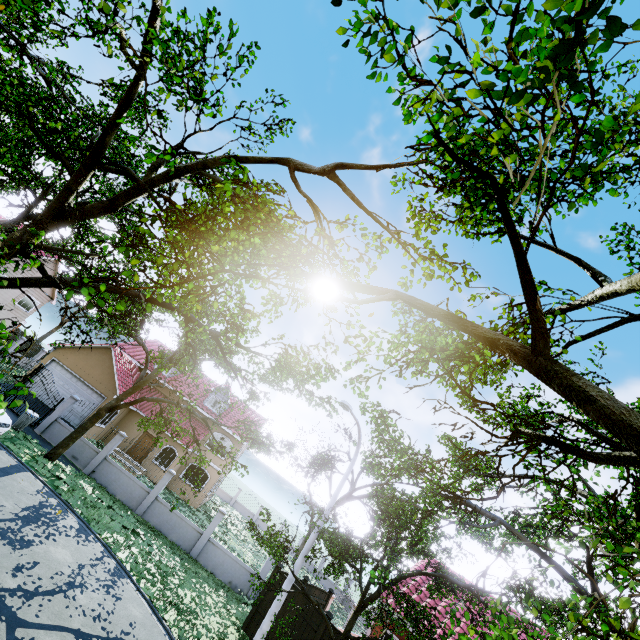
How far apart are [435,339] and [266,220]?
5.2m

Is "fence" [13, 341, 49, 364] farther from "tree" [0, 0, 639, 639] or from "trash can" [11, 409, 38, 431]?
"trash can" [11, 409, 38, 431]

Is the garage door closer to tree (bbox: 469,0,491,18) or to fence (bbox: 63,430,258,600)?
tree (bbox: 469,0,491,18)

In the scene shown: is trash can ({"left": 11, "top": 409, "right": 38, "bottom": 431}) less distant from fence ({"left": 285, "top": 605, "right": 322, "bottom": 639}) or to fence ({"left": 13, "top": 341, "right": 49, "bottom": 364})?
fence ({"left": 285, "top": 605, "right": 322, "bottom": 639})

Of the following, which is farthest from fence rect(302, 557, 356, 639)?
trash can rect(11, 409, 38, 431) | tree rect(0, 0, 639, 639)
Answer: trash can rect(11, 409, 38, 431)

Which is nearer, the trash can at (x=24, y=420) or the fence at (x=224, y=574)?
the trash can at (x=24, y=420)

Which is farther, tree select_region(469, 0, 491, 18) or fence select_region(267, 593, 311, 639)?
fence select_region(267, 593, 311, 639)

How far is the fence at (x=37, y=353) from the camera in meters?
30.4 m
